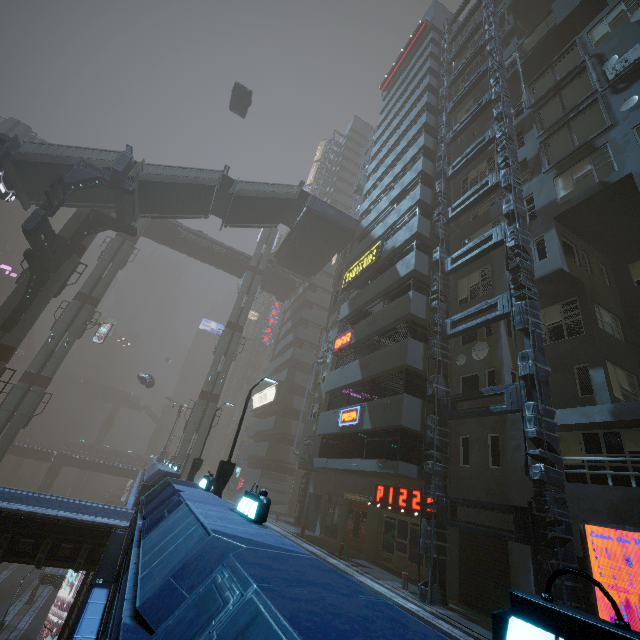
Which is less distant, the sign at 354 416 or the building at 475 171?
the sign at 354 416

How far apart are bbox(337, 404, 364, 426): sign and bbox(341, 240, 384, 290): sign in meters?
10.4

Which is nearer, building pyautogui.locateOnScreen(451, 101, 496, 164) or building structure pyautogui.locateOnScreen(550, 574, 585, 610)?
building structure pyautogui.locateOnScreen(550, 574, 585, 610)

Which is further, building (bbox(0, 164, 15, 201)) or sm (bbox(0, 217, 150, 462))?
sm (bbox(0, 217, 150, 462))

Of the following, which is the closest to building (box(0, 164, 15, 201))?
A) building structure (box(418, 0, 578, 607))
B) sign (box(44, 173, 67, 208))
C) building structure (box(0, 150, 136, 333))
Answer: building structure (box(0, 150, 136, 333))

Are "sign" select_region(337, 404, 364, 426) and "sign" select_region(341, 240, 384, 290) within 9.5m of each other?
no

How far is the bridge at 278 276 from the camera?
47.3m

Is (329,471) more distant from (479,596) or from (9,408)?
(9,408)
